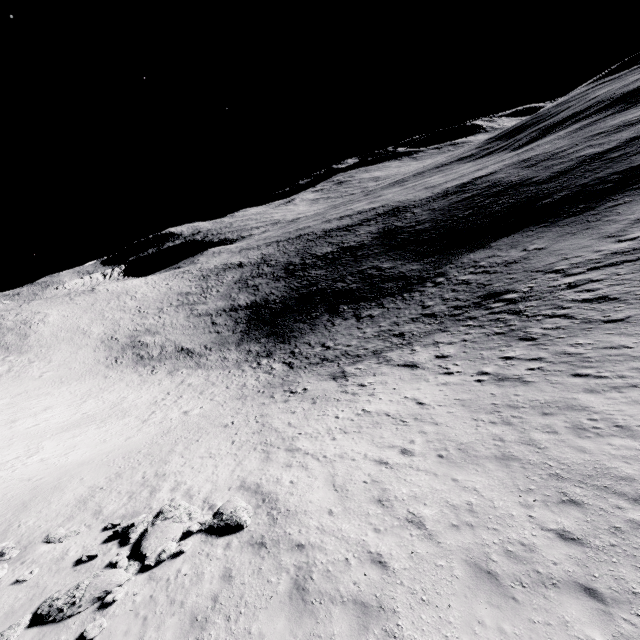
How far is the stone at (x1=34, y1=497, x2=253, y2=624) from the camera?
8.63m

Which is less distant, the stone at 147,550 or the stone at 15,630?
the stone at 15,630

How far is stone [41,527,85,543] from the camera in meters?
12.1

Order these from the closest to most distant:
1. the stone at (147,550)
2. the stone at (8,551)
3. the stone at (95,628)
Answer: the stone at (95,628)
the stone at (147,550)
the stone at (8,551)

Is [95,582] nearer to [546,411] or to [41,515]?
[41,515]

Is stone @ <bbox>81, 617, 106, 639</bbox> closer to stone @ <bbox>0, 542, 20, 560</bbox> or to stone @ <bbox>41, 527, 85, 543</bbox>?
stone @ <bbox>0, 542, 20, 560</bbox>

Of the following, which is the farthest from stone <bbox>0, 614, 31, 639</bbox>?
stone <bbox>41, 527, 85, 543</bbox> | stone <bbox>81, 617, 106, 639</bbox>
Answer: stone <bbox>41, 527, 85, 543</bbox>

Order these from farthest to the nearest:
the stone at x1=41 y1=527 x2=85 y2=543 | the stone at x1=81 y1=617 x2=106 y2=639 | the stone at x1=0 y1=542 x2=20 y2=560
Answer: the stone at x1=41 y1=527 x2=85 y2=543 < the stone at x1=0 y1=542 x2=20 y2=560 < the stone at x1=81 y1=617 x2=106 y2=639
